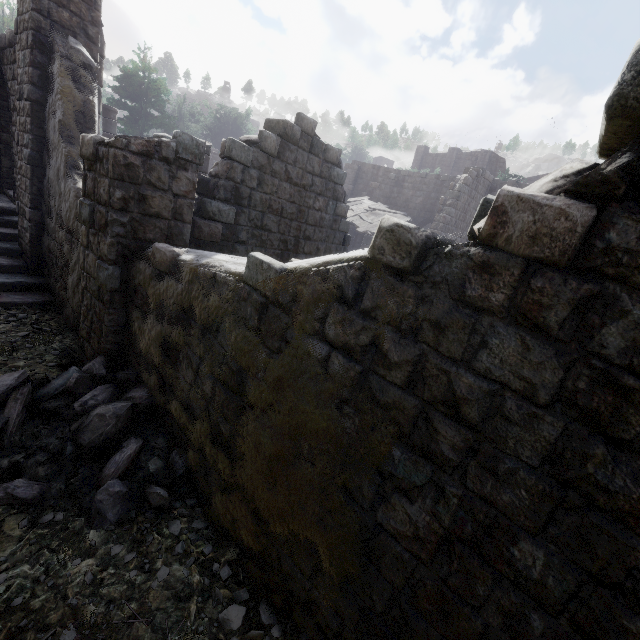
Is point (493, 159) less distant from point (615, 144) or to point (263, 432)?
point (615, 144)

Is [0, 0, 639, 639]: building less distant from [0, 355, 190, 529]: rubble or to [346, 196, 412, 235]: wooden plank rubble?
[0, 355, 190, 529]: rubble

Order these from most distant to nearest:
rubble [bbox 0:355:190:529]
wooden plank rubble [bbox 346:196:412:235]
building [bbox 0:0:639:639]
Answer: wooden plank rubble [bbox 346:196:412:235], rubble [bbox 0:355:190:529], building [bbox 0:0:639:639]

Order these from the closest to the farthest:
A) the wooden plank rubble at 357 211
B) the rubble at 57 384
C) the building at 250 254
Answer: the building at 250 254, the rubble at 57 384, the wooden plank rubble at 357 211

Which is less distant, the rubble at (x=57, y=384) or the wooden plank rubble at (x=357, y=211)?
the rubble at (x=57, y=384)

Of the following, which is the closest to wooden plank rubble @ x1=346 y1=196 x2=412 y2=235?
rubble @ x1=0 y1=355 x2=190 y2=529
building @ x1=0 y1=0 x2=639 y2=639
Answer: building @ x1=0 y1=0 x2=639 y2=639
